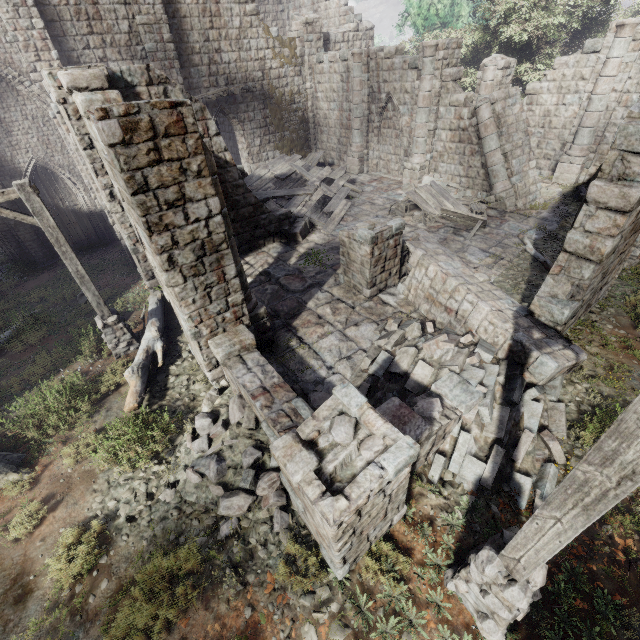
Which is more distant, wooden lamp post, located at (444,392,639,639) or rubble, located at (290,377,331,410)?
rubble, located at (290,377,331,410)

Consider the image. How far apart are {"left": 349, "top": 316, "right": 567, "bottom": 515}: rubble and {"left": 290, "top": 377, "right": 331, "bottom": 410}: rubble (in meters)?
2.11

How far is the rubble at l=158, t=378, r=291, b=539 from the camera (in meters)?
5.30

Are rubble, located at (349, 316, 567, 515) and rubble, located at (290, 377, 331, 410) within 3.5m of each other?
yes

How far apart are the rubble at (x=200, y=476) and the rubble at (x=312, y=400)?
1.0 meters

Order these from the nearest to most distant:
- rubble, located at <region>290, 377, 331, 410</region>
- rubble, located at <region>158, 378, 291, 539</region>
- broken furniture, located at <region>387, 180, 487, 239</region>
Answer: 1. rubble, located at <region>158, 378, 291, 539</region>
2. rubble, located at <region>290, 377, 331, 410</region>
3. broken furniture, located at <region>387, 180, 487, 239</region>

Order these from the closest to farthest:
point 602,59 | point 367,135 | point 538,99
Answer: point 602,59
point 538,99
point 367,135

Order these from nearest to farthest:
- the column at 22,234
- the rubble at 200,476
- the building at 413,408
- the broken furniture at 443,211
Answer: the building at 413,408
the rubble at 200,476
the broken furniture at 443,211
the column at 22,234
